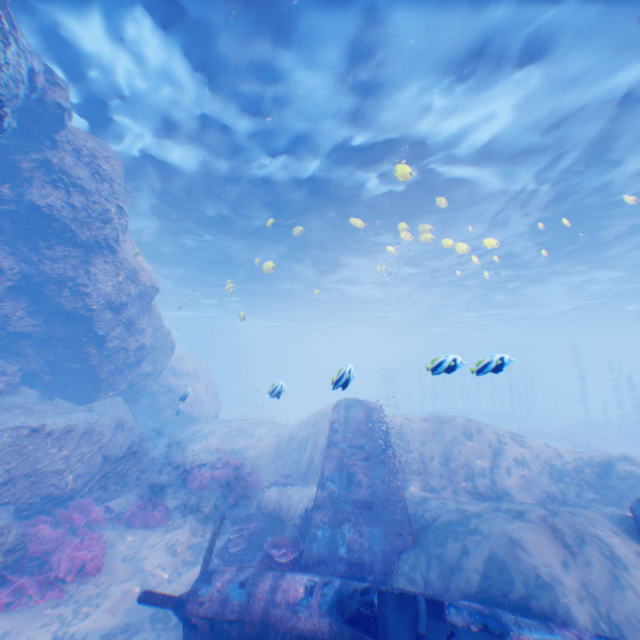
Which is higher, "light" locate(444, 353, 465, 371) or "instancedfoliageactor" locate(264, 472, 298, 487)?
"light" locate(444, 353, 465, 371)

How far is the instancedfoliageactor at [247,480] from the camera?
12.2 meters

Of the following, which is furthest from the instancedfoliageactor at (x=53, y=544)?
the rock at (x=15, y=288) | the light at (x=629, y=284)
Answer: the light at (x=629, y=284)

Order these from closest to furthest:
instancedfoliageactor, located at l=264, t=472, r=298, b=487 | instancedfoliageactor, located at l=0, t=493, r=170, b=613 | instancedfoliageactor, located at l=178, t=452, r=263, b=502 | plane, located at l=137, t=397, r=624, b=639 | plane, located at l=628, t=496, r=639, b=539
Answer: plane, located at l=137, t=397, r=624, b=639 → plane, located at l=628, t=496, r=639, b=539 → instancedfoliageactor, located at l=0, t=493, r=170, b=613 → instancedfoliageactor, located at l=264, t=472, r=298, b=487 → instancedfoliageactor, located at l=178, t=452, r=263, b=502

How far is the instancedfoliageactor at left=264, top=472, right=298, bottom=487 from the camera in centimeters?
1135cm

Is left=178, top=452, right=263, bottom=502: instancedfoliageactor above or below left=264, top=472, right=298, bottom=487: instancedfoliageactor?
below

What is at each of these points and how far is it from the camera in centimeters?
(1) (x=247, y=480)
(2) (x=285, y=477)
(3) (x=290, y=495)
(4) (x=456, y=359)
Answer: (1) instancedfoliageactor, 1254cm
(2) instancedfoliageactor, 1138cm
(3) rock, 1016cm
(4) light, 529cm

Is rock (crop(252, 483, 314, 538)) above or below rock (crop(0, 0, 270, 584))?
below
